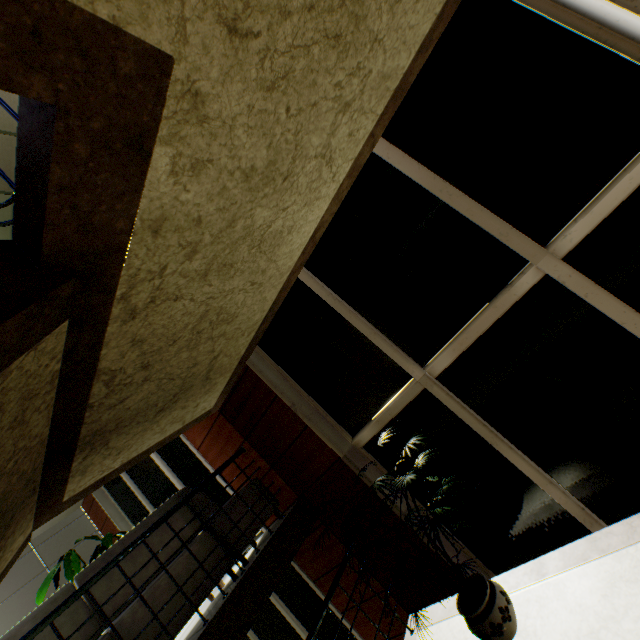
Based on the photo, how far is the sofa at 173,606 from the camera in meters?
2.8

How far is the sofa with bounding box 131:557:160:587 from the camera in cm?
291

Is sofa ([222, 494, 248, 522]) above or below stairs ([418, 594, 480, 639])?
above

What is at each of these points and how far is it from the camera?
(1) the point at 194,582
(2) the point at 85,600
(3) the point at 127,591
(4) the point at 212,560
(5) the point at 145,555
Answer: (1) sofa, 3.1 meters
(2) sofa, 2.7 meters
(3) sofa, 2.8 meters
(4) sofa, 3.3 meters
(5) sofa, 3.1 meters

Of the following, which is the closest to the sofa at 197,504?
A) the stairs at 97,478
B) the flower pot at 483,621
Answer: the stairs at 97,478

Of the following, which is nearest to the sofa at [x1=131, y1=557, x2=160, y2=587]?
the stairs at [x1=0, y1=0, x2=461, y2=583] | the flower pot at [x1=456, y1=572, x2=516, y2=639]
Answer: the stairs at [x1=0, y1=0, x2=461, y2=583]
